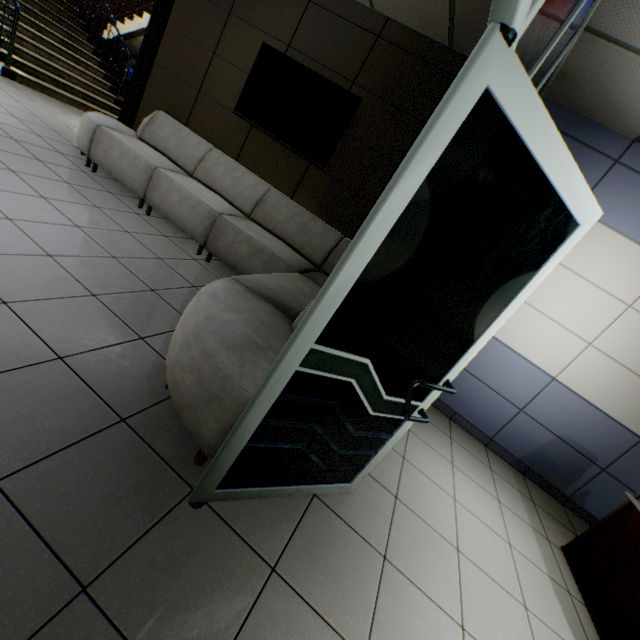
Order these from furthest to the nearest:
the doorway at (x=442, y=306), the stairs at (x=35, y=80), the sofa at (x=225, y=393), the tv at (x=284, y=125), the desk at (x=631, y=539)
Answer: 1. the stairs at (x=35, y=80)
2. the tv at (x=284, y=125)
3. the desk at (x=631, y=539)
4. the sofa at (x=225, y=393)
5. the doorway at (x=442, y=306)

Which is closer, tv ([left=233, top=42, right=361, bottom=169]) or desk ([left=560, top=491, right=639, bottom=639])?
desk ([left=560, top=491, right=639, bottom=639])

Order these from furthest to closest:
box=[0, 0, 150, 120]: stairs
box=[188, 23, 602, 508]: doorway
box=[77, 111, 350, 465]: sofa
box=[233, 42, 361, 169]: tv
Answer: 1. box=[0, 0, 150, 120]: stairs
2. box=[233, 42, 361, 169]: tv
3. box=[77, 111, 350, 465]: sofa
4. box=[188, 23, 602, 508]: doorway

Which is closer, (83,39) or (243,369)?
(243,369)

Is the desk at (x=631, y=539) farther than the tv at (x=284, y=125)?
No

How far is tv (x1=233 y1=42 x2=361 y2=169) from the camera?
3.8m

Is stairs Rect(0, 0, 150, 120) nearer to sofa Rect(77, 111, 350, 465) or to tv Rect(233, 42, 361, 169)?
sofa Rect(77, 111, 350, 465)

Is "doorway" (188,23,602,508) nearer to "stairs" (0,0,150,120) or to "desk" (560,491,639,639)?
"desk" (560,491,639,639)
